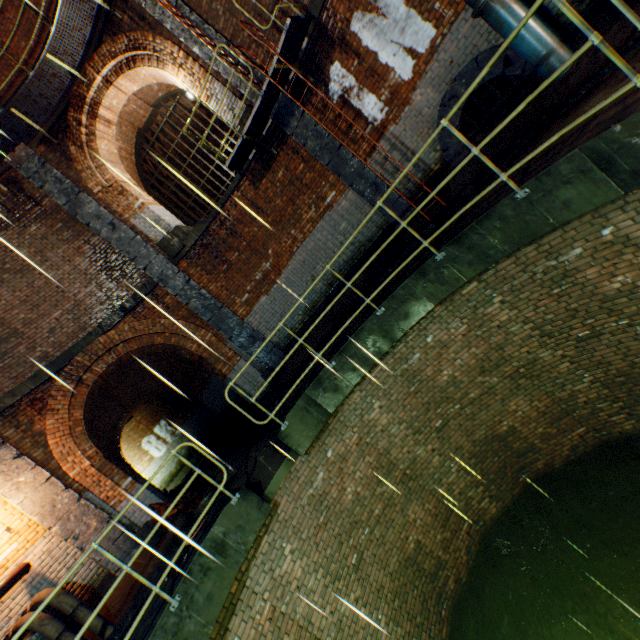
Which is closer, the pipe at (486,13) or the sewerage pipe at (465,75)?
the pipe at (486,13)

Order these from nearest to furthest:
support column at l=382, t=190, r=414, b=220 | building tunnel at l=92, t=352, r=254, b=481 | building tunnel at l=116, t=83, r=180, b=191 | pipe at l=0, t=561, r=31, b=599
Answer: pipe at l=0, t=561, r=31, b=599, support column at l=382, t=190, r=414, b=220, building tunnel at l=116, t=83, r=180, b=191, building tunnel at l=92, t=352, r=254, b=481

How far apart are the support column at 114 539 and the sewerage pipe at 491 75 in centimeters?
1065cm

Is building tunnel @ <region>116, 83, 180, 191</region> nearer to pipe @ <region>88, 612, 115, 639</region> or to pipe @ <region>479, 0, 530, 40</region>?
pipe @ <region>479, 0, 530, 40</region>

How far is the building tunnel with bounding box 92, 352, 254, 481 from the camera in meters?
11.9 m

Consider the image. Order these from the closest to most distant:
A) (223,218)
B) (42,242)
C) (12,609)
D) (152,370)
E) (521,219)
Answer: (521,219), (12,609), (42,242), (223,218), (152,370)

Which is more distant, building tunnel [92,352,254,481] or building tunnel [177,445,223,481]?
building tunnel [92,352,254,481]

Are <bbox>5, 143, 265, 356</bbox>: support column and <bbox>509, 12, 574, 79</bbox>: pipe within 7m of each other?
no
